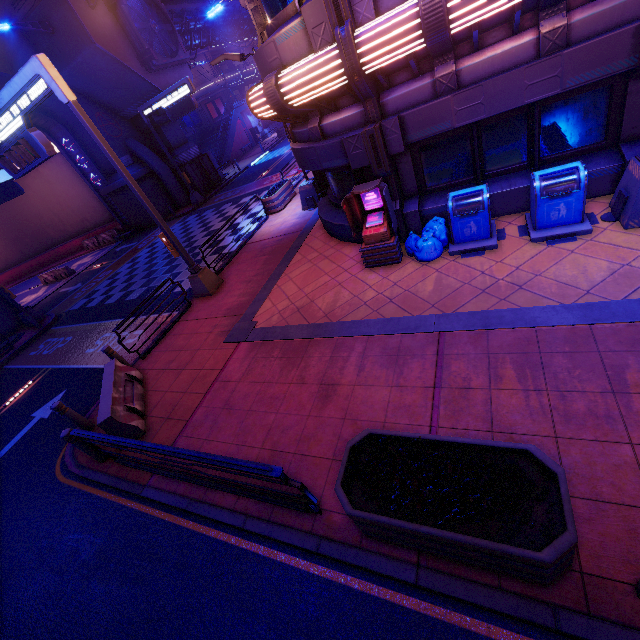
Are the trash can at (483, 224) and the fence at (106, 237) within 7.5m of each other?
no

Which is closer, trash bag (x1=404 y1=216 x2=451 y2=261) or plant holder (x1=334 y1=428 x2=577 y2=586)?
plant holder (x1=334 y1=428 x2=577 y2=586)

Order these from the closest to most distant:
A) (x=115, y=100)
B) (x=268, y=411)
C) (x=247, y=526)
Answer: (x=247, y=526)
(x=268, y=411)
(x=115, y=100)

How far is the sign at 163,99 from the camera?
21.0m

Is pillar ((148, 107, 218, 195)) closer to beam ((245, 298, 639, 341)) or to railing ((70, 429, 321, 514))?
beam ((245, 298, 639, 341))

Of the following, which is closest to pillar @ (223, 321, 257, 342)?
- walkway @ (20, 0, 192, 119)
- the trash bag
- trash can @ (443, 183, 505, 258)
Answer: the trash bag

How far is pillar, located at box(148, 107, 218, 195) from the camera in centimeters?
2616cm

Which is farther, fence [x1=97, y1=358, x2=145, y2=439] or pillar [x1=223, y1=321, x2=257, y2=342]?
pillar [x1=223, y1=321, x2=257, y2=342]
